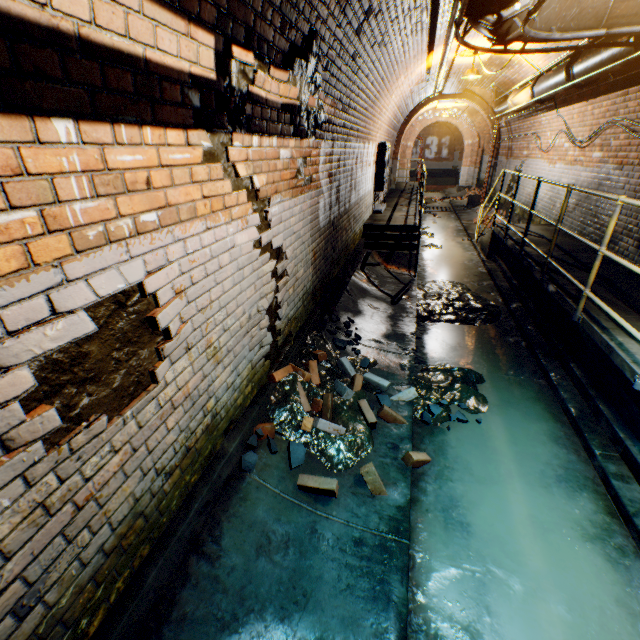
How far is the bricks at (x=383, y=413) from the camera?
3.4m

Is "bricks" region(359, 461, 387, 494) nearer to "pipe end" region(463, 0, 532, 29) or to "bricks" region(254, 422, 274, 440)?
"bricks" region(254, 422, 274, 440)

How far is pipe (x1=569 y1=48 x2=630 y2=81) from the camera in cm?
395

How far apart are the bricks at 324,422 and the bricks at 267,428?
0.24m

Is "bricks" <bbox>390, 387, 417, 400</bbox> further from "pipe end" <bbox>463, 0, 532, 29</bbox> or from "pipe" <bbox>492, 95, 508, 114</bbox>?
"pipe" <bbox>492, 95, 508, 114</bbox>

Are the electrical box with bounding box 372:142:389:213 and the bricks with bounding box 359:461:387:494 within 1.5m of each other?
no

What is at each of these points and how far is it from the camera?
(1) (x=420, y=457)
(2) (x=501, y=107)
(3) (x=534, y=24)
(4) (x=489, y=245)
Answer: (1) bricks, 3.0 meters
(2) pipe, 9.7 meters
(3) pipe, 2.8 meters
(4) stairs, 8.2 meters

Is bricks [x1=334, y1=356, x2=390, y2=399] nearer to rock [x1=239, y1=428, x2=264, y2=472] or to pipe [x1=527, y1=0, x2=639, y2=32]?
rock [x1=239, y1=428, x2=264, y2=472]
